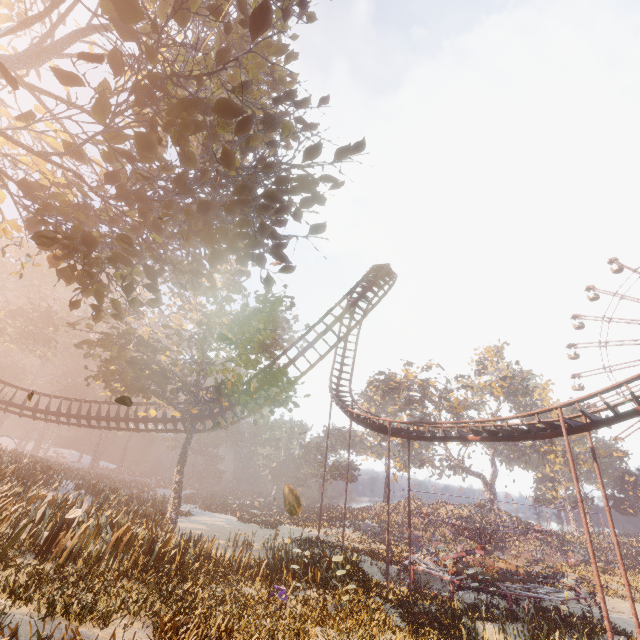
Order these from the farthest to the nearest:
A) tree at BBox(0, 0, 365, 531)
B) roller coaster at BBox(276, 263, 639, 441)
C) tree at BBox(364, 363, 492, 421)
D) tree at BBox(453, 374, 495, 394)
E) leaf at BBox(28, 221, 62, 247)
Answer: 1. tree at BBox(364, 363, 492, 421)
2. tree at BBox(453, 374, 495, 394)
3. roller coaster at BBox(276, 263, 639, 441)
4. tree at BBox(0, 0, 365, 531)
5. leaf at BBox(28, 221, 62, 247)

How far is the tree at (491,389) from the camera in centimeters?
5003cm

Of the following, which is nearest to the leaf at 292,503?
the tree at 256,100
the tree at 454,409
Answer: the tree at 256,100

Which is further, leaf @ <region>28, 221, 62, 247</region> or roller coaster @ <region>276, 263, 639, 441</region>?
roller coaster @ <region>276, 263, 639, 441</region>

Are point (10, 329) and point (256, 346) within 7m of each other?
no

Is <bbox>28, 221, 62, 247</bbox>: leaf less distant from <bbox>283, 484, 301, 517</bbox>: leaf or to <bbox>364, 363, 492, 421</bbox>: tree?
<bbox>283, 484, 301, 517</bbox>: leaf

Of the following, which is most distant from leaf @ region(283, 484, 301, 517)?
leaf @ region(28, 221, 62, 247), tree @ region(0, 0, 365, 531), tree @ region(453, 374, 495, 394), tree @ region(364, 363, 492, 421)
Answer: tree @ region(453, 374, 495, 394)

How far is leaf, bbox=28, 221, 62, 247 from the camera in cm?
373
